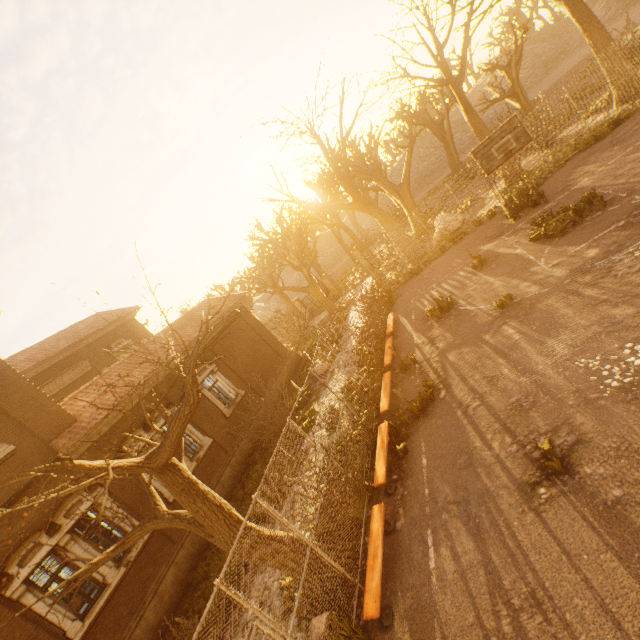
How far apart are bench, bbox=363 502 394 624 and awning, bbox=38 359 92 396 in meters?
19.3

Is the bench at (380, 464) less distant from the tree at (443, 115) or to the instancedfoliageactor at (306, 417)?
the tree at (443, 115)

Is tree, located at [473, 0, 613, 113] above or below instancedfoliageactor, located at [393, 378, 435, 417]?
above

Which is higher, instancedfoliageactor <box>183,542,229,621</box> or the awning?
the awning

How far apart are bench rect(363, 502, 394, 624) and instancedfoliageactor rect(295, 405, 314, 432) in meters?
6.4 m

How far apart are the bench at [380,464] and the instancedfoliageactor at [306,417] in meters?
4.8

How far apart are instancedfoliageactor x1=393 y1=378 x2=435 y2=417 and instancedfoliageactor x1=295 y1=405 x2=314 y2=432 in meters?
5.9 m

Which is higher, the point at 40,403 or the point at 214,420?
the point at 40,403
